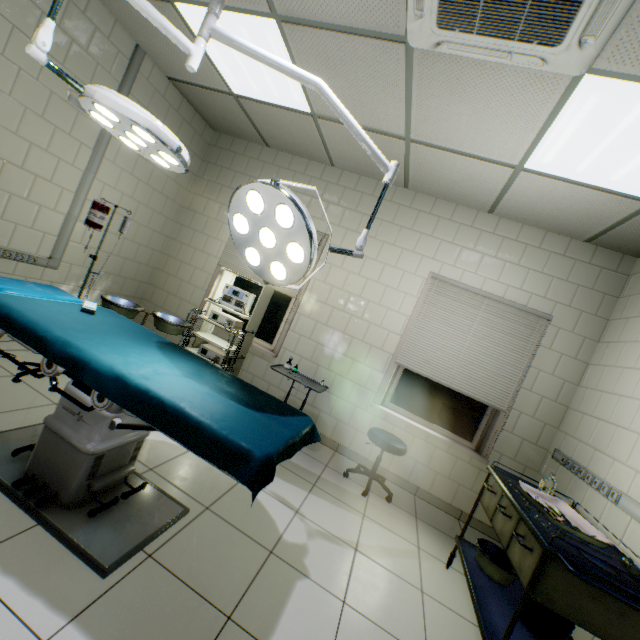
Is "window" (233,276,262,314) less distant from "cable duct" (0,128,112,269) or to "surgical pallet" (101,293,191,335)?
"surgical pallet" (101,293,191,335)

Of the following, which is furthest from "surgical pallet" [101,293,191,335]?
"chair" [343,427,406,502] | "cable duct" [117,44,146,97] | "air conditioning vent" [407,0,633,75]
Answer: "air conditioning vent" [407,0,633,75]

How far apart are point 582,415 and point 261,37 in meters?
4.4 m

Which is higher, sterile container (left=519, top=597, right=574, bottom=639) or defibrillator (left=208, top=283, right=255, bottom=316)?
defibrillator (left=208, top=283, right=255, bottom=316)

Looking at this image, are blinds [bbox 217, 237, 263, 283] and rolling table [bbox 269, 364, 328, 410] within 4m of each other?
yes

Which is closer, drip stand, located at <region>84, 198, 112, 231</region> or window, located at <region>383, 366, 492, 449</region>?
drip stand, located at <region>84, 198, 112, 231</region>

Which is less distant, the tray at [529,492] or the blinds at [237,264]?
the tray at [529,492]

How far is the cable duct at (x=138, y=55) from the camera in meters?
3.4 m
